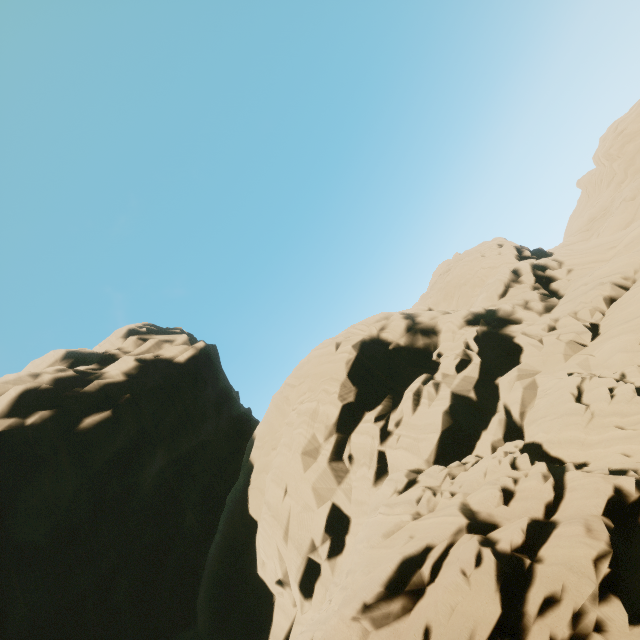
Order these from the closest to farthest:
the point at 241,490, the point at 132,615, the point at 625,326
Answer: the point at 132,615 → the point at 625,326 → the point at 241,490
